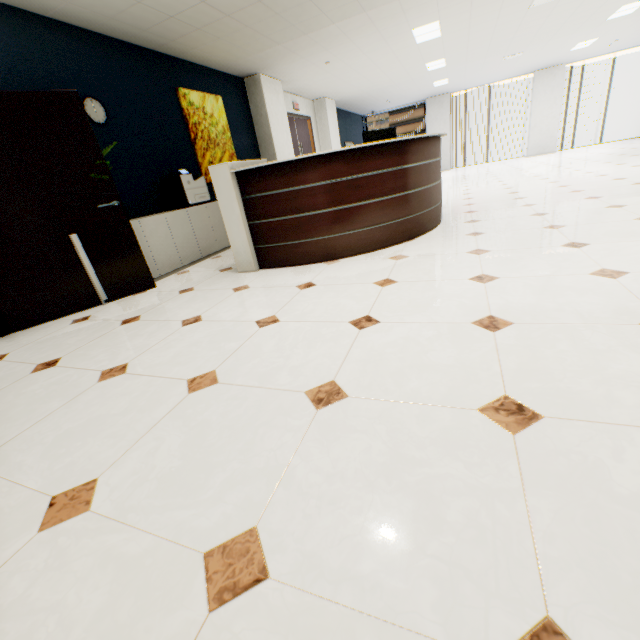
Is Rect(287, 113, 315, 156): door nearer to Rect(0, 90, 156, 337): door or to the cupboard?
the cupboard

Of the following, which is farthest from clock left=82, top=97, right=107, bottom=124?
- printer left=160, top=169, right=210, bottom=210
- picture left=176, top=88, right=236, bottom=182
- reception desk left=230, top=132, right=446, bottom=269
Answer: reception desk left=230, top=132, right=446, bottom=269

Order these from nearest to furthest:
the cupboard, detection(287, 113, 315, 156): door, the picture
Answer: the cupboard, the picture, detection(287, 113, 315, 156): door

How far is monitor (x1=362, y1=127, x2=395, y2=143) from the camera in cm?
363

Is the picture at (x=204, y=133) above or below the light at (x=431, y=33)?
below

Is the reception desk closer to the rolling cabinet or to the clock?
the rolling cabinet

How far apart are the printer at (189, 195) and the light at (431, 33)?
4.9m

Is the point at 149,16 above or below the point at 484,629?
above
